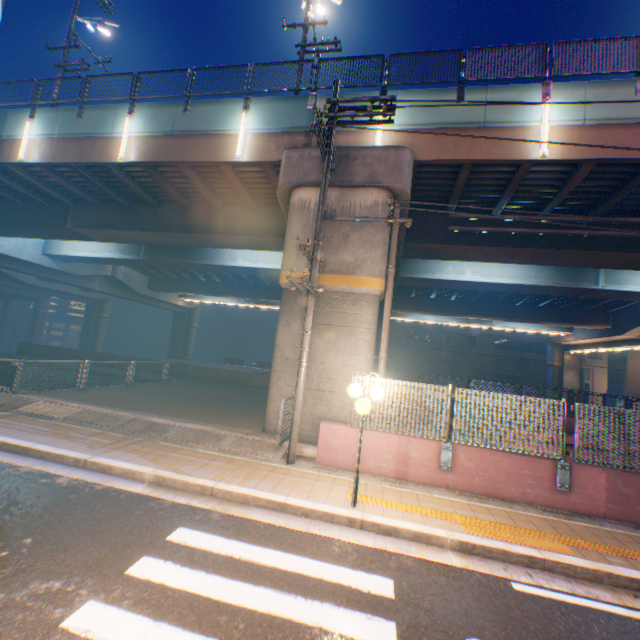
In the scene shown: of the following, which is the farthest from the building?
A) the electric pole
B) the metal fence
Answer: the electric pole

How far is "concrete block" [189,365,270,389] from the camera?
19.3 meters

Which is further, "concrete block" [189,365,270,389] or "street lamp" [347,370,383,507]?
"concrete block" [189,365,270,389]

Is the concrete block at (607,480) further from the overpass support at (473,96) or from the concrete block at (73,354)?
the concrete block at (73,354)

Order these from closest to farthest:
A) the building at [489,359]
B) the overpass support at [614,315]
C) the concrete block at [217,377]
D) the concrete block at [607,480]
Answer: the concrete block at [607,480] < the overpass support at [614,315] < the concrete block at [217,377] < the building at [489,359]

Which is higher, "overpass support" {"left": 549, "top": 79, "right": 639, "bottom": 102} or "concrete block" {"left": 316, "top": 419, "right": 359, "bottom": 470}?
"overpass support" {"left": 549, "top": 79, "right": 639, "bottom": 102}

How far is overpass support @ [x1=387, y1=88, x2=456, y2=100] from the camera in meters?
10.6 m

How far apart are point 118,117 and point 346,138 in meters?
9.6
